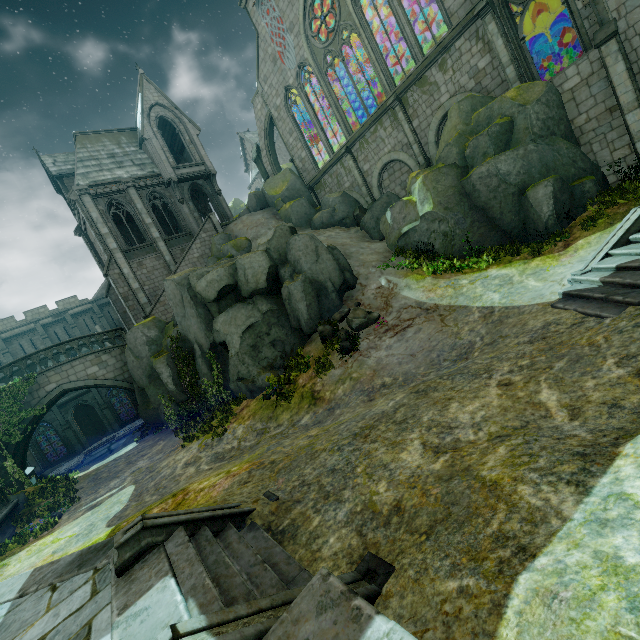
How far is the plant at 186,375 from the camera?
14.2 meters

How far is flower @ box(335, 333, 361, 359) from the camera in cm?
1282

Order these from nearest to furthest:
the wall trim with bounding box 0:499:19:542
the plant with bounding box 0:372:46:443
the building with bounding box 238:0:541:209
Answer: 1. the wall trim with bounding box 0:499:19:542
2. the building with bounding box 238:0:541:209
3. the plant with bounding box 0:372:46:443

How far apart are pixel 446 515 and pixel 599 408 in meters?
2.8

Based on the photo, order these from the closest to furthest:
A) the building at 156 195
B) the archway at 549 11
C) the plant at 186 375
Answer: the plant at 186 375
the archway at 549 11
the building at 156 195

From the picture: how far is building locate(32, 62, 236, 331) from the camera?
24.9m

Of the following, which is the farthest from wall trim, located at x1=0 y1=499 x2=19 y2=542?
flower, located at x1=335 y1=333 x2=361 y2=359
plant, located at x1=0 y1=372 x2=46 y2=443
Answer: flower, located at x1=335 y1=333 x2=361 y2=359

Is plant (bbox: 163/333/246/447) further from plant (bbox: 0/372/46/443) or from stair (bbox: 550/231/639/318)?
stair (bbox: 550/231/639/318)
